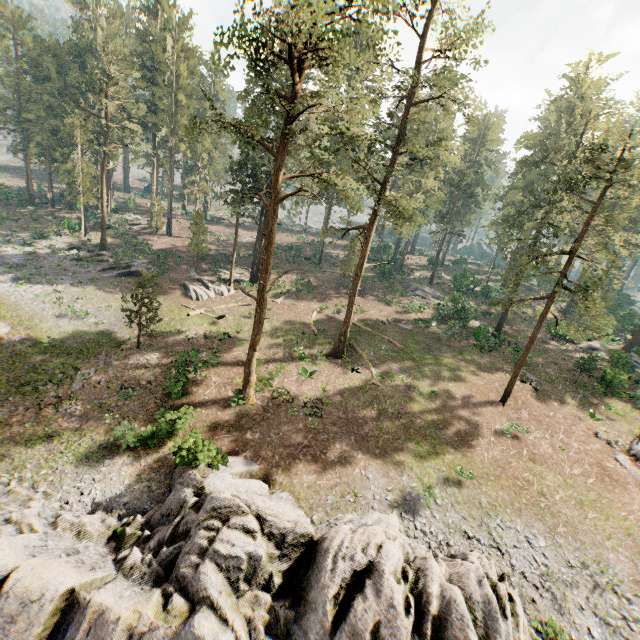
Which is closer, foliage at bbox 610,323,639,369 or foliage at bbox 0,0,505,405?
foliage at bbox 0,0,505,405

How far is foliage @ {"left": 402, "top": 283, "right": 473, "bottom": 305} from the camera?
42.9 meters

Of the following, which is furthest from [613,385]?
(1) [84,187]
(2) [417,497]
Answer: (1) [84,187]

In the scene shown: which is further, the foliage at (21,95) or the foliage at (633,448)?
the foliage at (633,448)

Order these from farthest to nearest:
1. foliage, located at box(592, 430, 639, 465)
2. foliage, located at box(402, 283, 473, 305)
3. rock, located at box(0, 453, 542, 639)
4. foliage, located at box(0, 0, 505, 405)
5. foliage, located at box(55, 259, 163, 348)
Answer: foliage, located at box(402, 283, 473, 305)
foliage, located at box(55, 259, 163, 348)
foliage, located at box(592, 430, 639, 465)
foliage, located at box(0, 0, 505, 405)
rock, located at box(0, 453, 542, 639)

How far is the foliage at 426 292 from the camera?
42.9m

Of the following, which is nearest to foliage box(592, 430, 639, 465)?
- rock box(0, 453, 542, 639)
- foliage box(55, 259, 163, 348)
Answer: foliage box(55, 259, 163, 348)

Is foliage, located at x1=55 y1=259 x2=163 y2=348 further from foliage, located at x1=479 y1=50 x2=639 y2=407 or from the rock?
the rock
